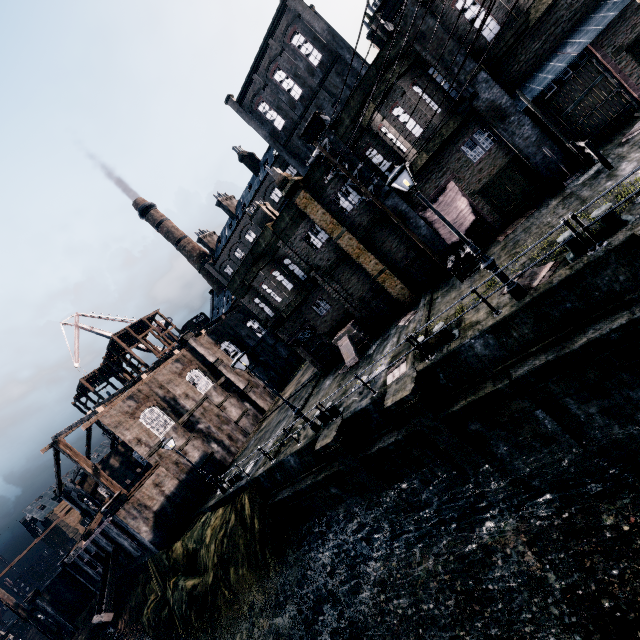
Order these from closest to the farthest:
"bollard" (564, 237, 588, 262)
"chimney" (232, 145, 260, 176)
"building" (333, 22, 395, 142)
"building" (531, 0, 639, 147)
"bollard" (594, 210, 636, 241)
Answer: "bollard" (594, 210, 636, 241), "bollard" (564, 237, 588, 262), "building" (531, 0, 639, 147), "building" (333, 22, 395, 142), "chimney" (232, 145, 260, 176)

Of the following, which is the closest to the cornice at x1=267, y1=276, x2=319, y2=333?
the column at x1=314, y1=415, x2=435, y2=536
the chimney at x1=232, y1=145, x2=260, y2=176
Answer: the column at x1=314, y1=415, x2=435, y2=536

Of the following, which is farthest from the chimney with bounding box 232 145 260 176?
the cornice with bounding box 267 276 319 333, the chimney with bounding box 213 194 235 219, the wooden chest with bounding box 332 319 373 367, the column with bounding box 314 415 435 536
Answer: the column with bounding box 314 415 435 536

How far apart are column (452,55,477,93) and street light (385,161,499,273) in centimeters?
843cm

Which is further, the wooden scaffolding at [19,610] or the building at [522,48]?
the wooden scaffolding at [19,610]

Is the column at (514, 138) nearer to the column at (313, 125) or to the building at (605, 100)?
the building at (605, 100)

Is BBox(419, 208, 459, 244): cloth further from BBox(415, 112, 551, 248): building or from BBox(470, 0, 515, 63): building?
BBox(470, 0, 515, 63): building

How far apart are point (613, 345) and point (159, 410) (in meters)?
32.57
